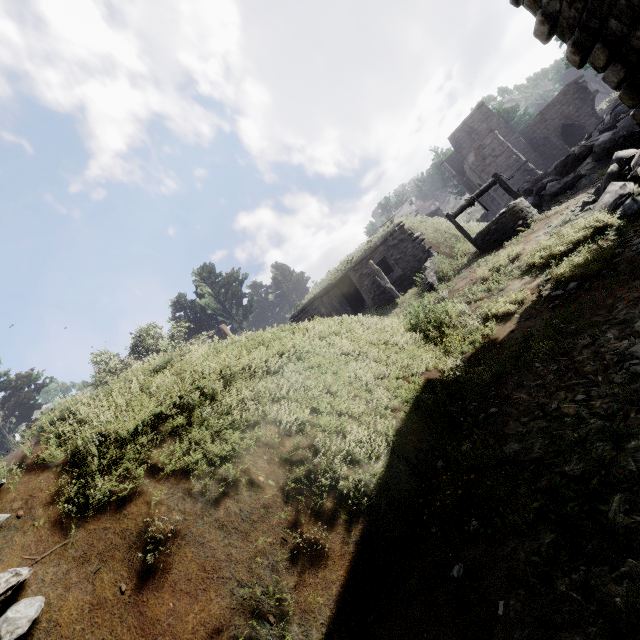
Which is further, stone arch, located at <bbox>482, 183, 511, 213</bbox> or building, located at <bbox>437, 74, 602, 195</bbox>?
building, located at <bbox>437, 74, 602, 195</bbox>

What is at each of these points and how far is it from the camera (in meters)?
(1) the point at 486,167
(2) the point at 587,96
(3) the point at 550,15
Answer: (1) stone arch, 25.48
(2) building, 27.98
(3) building, 5.92

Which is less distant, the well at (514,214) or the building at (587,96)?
the well at (514,214)

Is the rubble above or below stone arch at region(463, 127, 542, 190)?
below

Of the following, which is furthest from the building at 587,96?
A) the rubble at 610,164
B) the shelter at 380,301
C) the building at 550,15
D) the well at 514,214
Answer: the well at 514,214

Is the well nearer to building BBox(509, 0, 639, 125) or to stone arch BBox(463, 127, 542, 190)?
building BBox(509, 0, 639, 125)

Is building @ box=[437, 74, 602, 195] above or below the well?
above

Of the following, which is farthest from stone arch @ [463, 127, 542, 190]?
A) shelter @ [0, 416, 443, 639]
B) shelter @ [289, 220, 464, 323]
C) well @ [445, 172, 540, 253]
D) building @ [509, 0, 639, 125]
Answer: shelter @ [0, 416, 443, 639]
